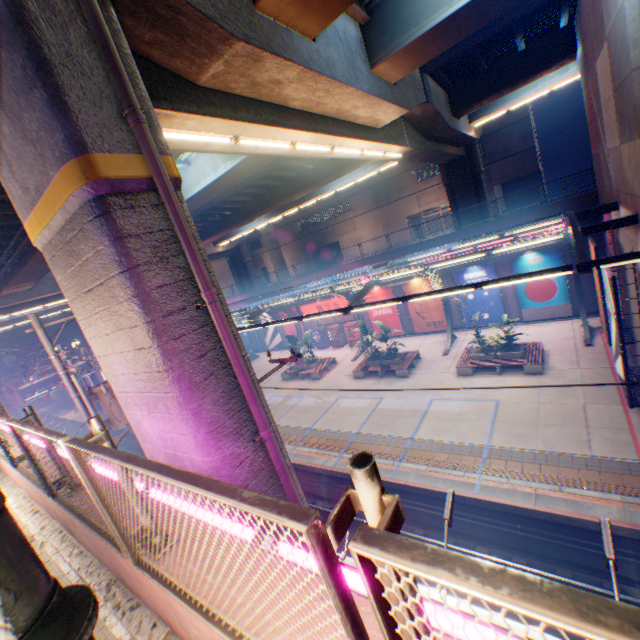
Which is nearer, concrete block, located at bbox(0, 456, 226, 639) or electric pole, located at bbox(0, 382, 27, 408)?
concrete block, located at bbox(0, 456, 226, 639)

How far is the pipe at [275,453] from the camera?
5.61m

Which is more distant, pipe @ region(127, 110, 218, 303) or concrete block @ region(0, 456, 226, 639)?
pipe @ region(127, 110, 218, 303)

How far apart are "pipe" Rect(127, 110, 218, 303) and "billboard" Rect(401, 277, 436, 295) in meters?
20.5 m

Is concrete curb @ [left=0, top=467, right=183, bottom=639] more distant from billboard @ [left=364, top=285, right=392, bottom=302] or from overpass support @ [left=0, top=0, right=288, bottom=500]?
billboard @ [left=364, top=285, right=392, bottom=302]

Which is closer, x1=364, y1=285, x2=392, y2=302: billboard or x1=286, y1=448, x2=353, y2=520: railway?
x1=286, y1=448, x2=353, y2=520: railway

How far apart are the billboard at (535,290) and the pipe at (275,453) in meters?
20.3 m

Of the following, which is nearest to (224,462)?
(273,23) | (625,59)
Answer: (273,23)
